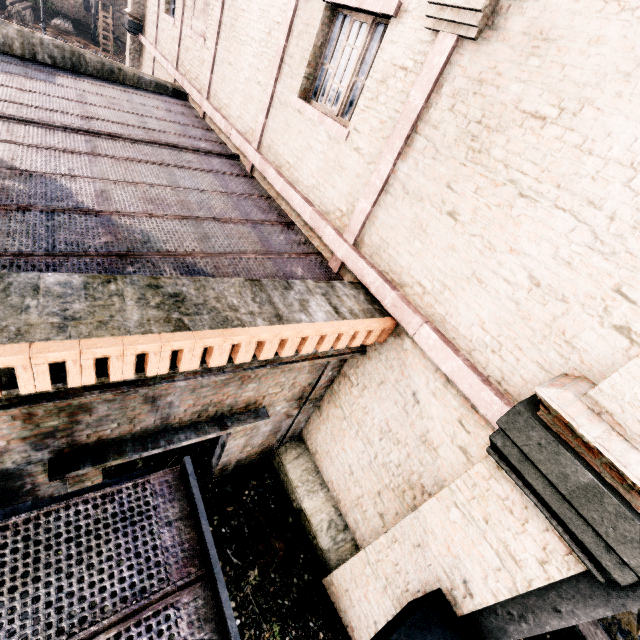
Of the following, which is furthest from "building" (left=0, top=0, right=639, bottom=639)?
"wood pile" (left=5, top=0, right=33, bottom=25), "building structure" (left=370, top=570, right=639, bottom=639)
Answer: "wood pile" (left=5, top=0, right=33, bottom=25)

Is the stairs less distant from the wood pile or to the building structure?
the building structure

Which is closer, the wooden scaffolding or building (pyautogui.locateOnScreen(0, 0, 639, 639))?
building (pyautogui.locateOnScreen(0, 0, 639, 639))

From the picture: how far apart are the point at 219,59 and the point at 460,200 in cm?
997

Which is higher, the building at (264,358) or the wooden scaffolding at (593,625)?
the building at (264,358)

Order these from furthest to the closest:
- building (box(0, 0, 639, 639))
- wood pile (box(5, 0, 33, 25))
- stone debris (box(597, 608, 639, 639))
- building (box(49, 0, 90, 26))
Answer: building (box(49, 0, 90, 26)), wood pile (box(5, 0, 33, 25)), stone debris (box(597, 608, 639, 639)), building (box(0, 0, 639, 639))

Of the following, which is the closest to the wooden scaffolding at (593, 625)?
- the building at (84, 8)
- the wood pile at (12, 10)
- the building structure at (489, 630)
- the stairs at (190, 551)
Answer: the building structure at (489, 630)

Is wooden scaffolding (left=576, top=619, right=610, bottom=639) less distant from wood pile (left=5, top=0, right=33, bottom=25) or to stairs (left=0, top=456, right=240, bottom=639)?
stairs (left=0, top=456, right=240, bottom=639)
